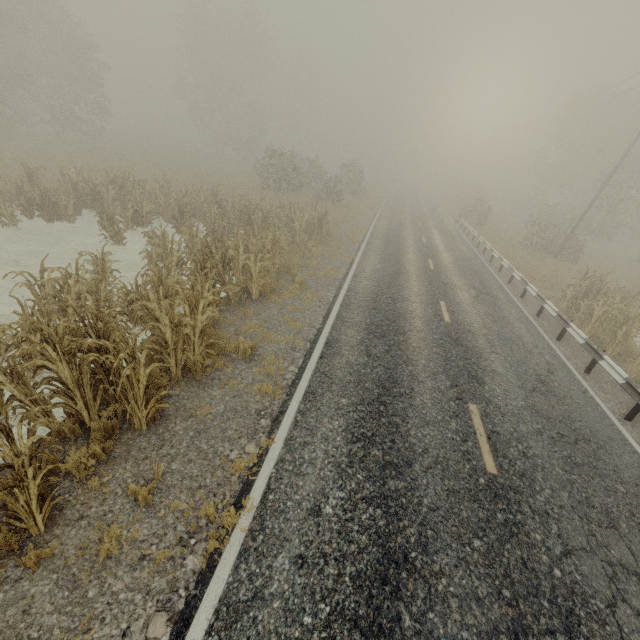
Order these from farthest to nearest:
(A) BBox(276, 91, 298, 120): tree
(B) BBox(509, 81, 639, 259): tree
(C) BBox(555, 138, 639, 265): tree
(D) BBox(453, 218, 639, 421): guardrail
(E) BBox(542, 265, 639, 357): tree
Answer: (A) BBox(276, 91, 298, 120): tree → (B) BBox(509, 81, 639, 259): tree → (C) BBox(555, 138, 639, 265): tree → (E) BBox(542, 265, 639, 357): tree → (D) BBox(453, 218, 639, 421): guardrail

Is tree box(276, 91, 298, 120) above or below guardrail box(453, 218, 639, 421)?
above

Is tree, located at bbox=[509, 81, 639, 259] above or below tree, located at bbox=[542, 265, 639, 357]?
above

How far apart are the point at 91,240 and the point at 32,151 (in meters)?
17.54

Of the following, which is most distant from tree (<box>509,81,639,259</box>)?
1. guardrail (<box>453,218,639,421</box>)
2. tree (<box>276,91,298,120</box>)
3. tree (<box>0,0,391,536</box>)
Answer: tree (<box>276,91,298,120</box>)

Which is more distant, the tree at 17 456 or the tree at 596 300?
the tree at 596 300

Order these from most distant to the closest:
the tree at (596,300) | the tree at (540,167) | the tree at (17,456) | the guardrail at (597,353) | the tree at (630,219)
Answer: the tree at (540,167) < the tree at (630,219) < the tree at (596,300) < the guardrail at (597,353) < the tree at (17,456)

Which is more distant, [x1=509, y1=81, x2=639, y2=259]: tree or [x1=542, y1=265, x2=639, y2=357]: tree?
[x1=509, y1=81, x2=639, y2=259]: tree
